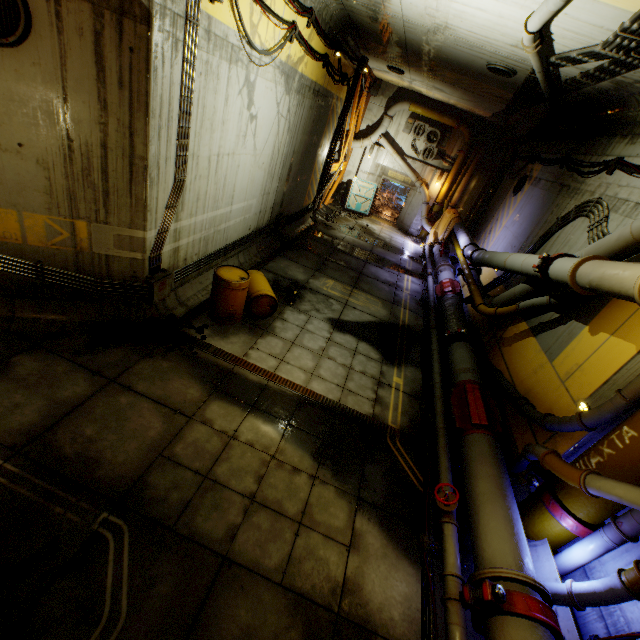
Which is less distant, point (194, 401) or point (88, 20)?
point (88, 20)

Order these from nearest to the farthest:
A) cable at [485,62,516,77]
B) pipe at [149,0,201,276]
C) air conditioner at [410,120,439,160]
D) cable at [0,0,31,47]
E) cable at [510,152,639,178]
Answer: cable at [0,0,31,47] < pipe at [149,0,201,276] < cable at [510,152,639,178] < cable at [485,62,516,77] < air conditioner at [410,120,439,160]

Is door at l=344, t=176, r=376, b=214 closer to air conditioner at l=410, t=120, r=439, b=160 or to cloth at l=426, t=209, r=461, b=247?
air conditioner at l=410, t=120, r=439, b=160

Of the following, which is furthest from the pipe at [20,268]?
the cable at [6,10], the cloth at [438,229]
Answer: the cloth at [438,229]

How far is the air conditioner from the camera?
18.2m

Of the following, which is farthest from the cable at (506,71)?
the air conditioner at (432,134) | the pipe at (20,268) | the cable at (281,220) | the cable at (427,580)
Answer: the pipe at (20,268)

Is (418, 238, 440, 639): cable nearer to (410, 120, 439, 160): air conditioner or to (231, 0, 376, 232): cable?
(410, 120, 439, 160): air conditioner

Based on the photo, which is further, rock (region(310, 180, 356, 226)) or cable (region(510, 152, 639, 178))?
rock (region(310, 180, 356, 226))
